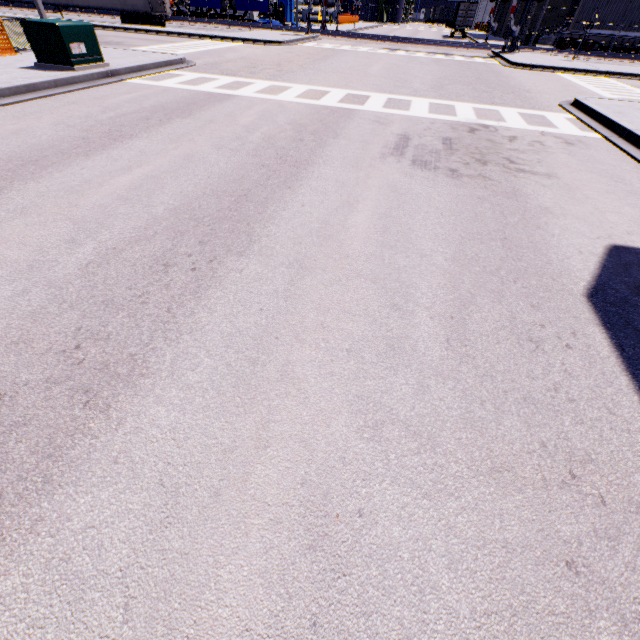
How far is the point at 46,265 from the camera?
3.37m

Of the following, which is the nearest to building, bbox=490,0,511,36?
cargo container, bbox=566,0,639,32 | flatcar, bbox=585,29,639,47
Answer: cargo container, bbox=566,0,639,32

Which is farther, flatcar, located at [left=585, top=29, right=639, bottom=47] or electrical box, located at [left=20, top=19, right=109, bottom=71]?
flatcar, located at [left=585, top=29, right=639, bottom=47]

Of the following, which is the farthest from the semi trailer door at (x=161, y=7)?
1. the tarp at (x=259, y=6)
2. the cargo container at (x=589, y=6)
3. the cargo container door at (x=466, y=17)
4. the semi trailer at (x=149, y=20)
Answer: the cargo container door at (x=466, y=17)

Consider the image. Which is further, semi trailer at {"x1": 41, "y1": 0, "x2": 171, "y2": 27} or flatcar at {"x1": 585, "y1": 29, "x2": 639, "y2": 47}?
flatcar at {"x1": 585, "y1": 29, "x2": 639, "y2": 47}

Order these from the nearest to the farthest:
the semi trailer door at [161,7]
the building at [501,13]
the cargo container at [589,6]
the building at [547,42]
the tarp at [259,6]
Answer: the semi trailer door at [161,7], the cargo container at [589,6], the tarp at [259,6], the building at [547,42], the building at [501,13]

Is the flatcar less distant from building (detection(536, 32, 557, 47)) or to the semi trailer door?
building (detection(536, 32, 557, 47))

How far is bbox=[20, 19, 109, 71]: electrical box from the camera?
9.38m
